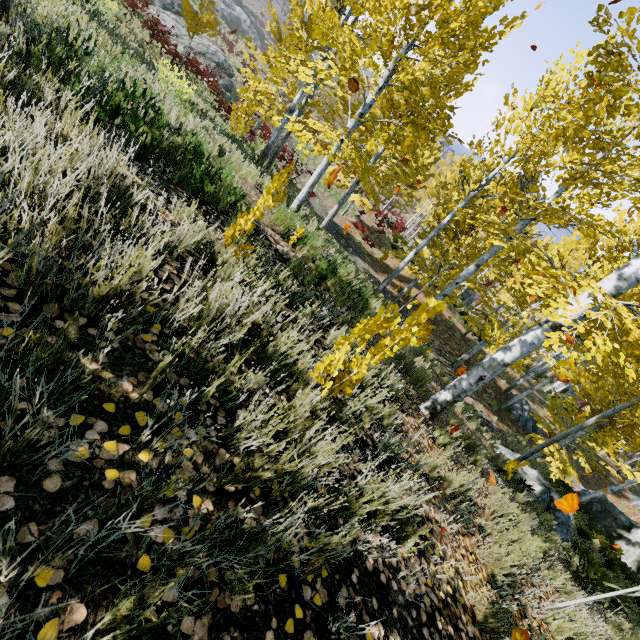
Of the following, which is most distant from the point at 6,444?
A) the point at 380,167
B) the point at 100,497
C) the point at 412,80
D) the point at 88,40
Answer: the point at 380,167

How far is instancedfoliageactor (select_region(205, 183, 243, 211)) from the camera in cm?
421

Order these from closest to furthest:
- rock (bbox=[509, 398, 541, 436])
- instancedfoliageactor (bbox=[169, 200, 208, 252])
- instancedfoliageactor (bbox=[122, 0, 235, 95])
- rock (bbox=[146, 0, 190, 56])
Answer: instancedfoliageactor (bbox=[169, 200, 208, 252]) → instancedfoliageactor (bbox=[122, 0, 235, 95]) → rock (bbox=[509, 398, 541, 436]) → rock (bbox=[146, 0, 190, 56])

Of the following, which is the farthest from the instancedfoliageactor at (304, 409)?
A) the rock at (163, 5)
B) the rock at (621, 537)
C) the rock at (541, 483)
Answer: the rock at (163, 5)

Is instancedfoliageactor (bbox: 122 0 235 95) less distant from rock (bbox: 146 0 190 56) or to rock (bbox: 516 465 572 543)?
rock (bbox: 516 465 572 543)

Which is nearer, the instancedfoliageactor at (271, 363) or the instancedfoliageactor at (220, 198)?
the instancedfoliageactor at (271, 363)

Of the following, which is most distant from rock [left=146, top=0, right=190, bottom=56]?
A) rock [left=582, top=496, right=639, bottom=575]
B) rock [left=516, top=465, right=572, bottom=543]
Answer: → rock [left=582, top=496, right=639, bottom=575]
